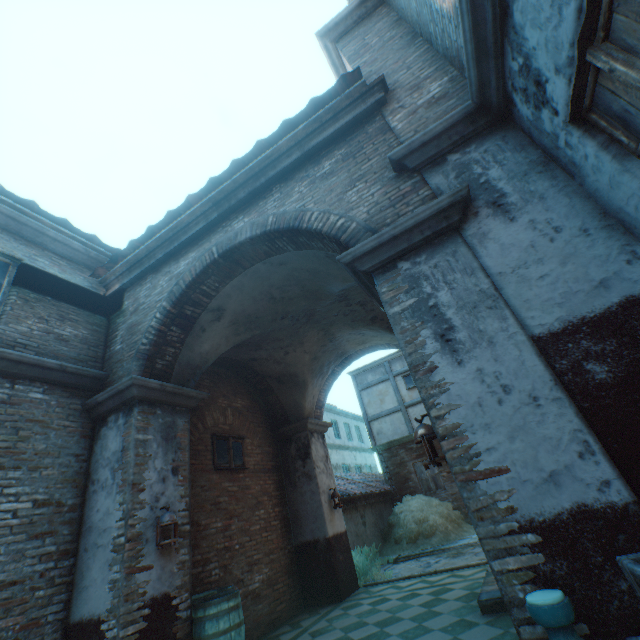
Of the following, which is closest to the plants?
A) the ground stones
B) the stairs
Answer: the ground stones

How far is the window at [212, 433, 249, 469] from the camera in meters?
7.0 m

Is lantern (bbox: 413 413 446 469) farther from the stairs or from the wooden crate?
the stairs

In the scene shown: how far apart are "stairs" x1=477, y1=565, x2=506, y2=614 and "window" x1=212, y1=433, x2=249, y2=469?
4.9 meters

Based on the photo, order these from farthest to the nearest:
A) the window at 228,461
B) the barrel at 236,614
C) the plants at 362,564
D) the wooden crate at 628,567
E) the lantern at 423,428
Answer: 1. the plants at 362,564
2. the window at 228,461
3. the barrel at 236,614
4. the lantern at 423,428
5. the wooden crate at 628,567

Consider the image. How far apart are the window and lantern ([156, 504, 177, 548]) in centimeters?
234cm

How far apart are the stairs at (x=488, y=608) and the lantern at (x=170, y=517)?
4.2m

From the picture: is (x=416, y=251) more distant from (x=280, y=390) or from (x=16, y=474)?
(x=280, y=390)
